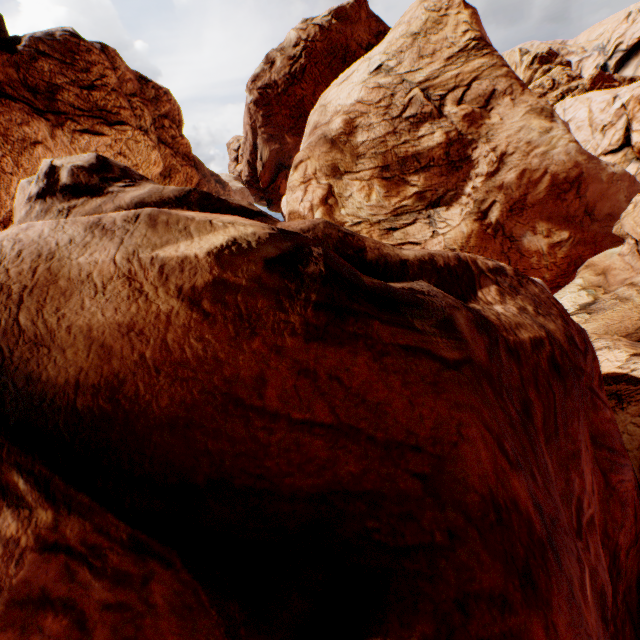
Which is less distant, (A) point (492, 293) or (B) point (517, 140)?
(A) point (492, 293)
